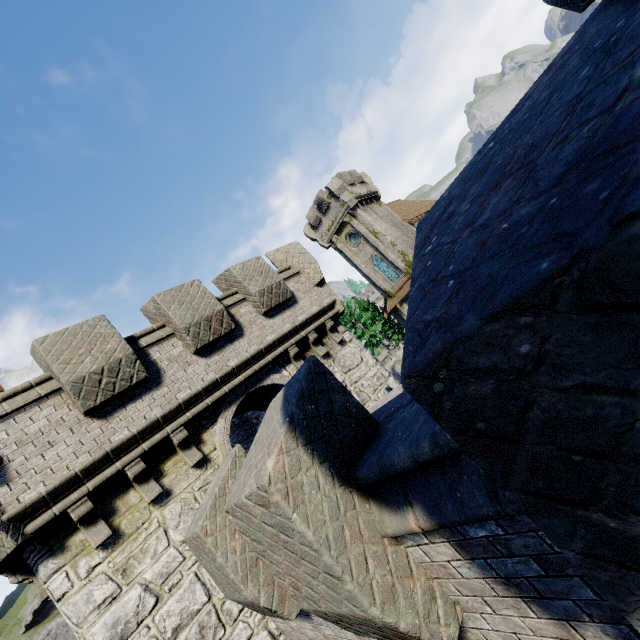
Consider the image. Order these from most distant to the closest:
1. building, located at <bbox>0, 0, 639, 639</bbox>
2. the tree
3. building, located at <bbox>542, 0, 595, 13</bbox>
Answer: the tree
building, located at <bbox>542, 0, 595, 13</bbox>
building, located at <bbox>0, 0, 639, 639</bbox>

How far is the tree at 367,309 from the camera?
39.41m

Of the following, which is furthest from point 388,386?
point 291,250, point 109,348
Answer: point 109,348

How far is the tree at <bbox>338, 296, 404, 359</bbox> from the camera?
39.41m

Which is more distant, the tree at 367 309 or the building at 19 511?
the tree at 367 309

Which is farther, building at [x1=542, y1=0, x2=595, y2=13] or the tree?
the tree

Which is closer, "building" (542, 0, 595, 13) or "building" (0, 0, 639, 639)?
"building" (0, 0, 639, 639)
